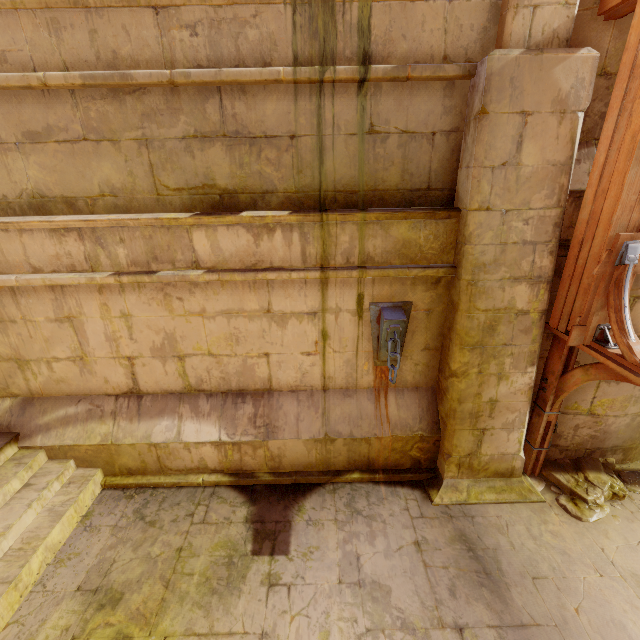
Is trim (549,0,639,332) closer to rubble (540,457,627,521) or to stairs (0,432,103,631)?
rubble (540,457,627,521)

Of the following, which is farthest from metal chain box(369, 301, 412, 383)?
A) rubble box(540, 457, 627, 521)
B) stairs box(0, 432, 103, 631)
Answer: stairs box(0, 432, 103, 631)

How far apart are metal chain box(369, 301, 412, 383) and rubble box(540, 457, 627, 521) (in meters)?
2.66

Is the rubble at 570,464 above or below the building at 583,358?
below

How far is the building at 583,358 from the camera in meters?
4.3 m

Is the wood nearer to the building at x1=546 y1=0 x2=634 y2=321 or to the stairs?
the building at x1=546 y1=0 x2=634 y2=321

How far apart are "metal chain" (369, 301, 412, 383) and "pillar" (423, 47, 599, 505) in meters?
0.5

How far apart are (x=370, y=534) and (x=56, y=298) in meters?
5.1 m
